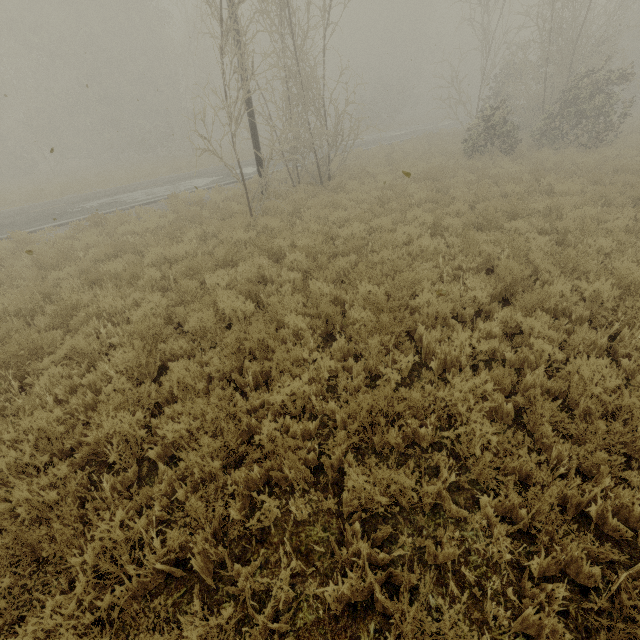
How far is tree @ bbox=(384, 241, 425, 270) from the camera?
6.74m

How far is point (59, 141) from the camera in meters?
27.2 m

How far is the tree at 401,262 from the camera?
6.74m
